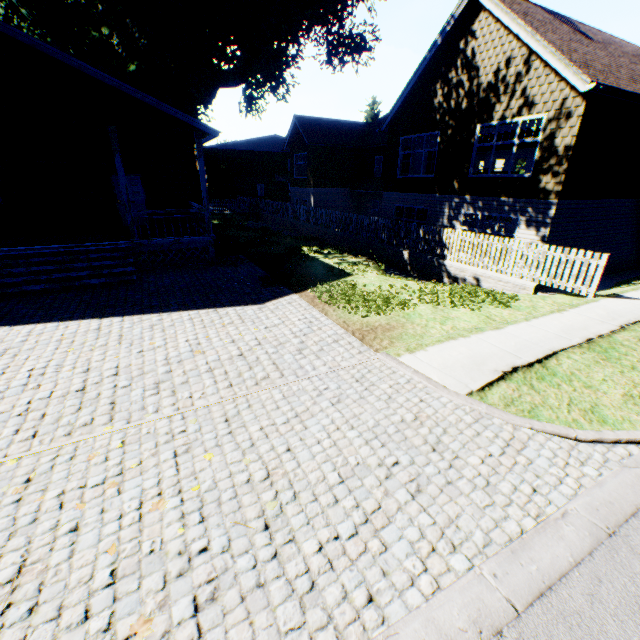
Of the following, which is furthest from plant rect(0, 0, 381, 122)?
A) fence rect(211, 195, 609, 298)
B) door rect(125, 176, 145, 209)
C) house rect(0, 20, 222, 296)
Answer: door rect(125, 176, 145, 209)

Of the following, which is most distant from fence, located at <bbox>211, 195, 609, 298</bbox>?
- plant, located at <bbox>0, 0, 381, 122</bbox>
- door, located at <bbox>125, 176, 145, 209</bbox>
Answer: door, located at <bbox>125, 176, 145, 209</bbox>

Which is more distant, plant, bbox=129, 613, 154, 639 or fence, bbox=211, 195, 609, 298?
fence, bbox=211, 195, 609, 298

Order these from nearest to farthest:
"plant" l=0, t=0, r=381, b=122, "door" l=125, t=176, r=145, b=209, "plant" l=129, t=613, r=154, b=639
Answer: "plant" l=129, t=613, r=154, b=639
"door" l=125, t=176, r=145, b=209
"plant" l=0, t=0, r=381, b=122

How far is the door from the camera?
14.4 meters

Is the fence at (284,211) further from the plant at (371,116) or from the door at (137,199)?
the door at (137,199)

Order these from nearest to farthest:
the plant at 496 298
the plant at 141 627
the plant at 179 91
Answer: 1. the plant at 141 627
2. the plant at 496 298
3. the plant at 179 91

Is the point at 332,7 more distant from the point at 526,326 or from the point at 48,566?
the point at 48,566
